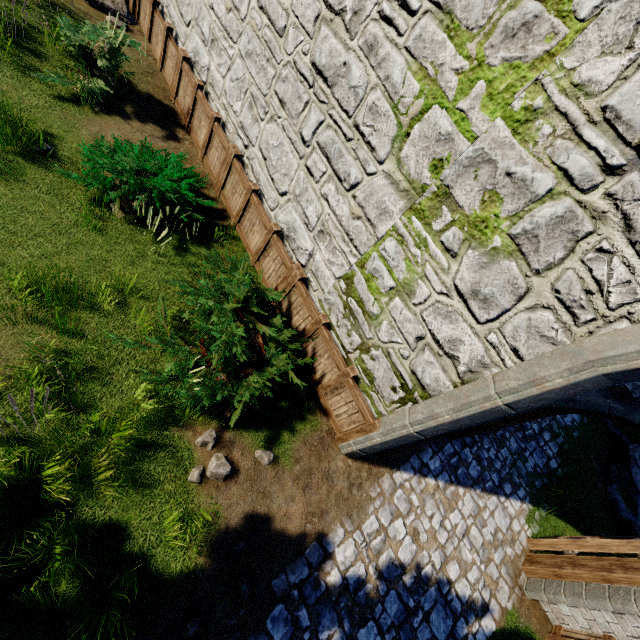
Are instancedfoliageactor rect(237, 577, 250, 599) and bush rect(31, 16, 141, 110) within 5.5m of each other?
no

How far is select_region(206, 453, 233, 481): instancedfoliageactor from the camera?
4.5 meters

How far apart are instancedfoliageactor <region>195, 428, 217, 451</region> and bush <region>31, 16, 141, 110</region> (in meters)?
6.59

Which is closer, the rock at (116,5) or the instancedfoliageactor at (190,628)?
the instancedfoliageactor at (190,628)

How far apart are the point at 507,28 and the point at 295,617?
7.1 meters

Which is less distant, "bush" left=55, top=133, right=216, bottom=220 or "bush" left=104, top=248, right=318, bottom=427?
"bush" left=104, top=248, right=318, bottom=427

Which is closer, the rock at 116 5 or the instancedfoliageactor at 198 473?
the instancedfoliageactor at 198 473

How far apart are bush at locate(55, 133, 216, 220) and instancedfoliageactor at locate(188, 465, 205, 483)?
3.9 meters
